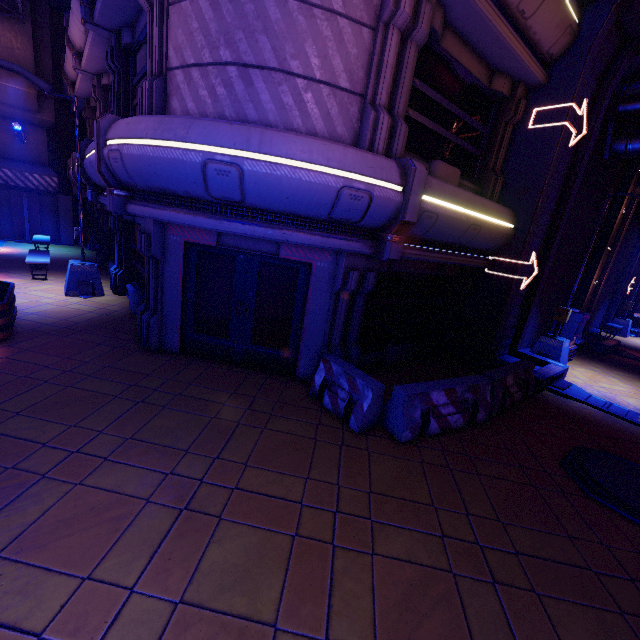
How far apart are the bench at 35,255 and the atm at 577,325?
18.3 meters

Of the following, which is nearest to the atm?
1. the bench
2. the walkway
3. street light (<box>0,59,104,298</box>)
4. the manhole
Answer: the walkway

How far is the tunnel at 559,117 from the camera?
7.9 meters

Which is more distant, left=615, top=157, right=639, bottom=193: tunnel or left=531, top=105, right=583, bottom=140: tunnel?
left=615, top=157, right=639, bottom=193: tunnel

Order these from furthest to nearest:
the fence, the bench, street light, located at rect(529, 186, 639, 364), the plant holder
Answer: the bench
street light, located at rect(529, 186, 639, 364)
the plant holder
the fence

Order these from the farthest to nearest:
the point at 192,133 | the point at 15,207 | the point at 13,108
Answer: the point at 15,207
the point at 13,108
the point at 192,133

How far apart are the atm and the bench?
18.3 meters

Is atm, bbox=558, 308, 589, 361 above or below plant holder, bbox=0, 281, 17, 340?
above
